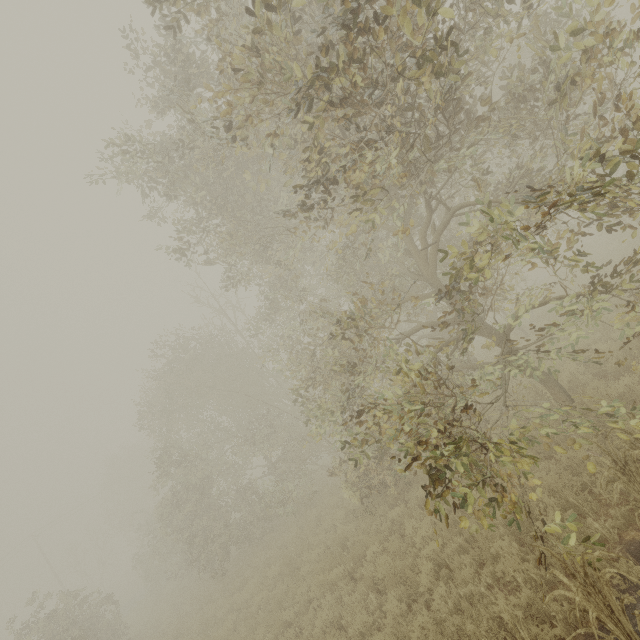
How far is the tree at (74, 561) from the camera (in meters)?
36.59

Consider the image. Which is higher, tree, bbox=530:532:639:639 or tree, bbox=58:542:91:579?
tree, bbox=58:542:91:579

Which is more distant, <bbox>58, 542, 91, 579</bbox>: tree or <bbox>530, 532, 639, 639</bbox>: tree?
<bbox>58, 542, 91, 579</bbox>: tree

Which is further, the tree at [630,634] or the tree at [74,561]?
the tree at [74,561]

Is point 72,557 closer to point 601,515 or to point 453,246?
point 601,515

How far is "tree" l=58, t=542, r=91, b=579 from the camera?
36.6m
